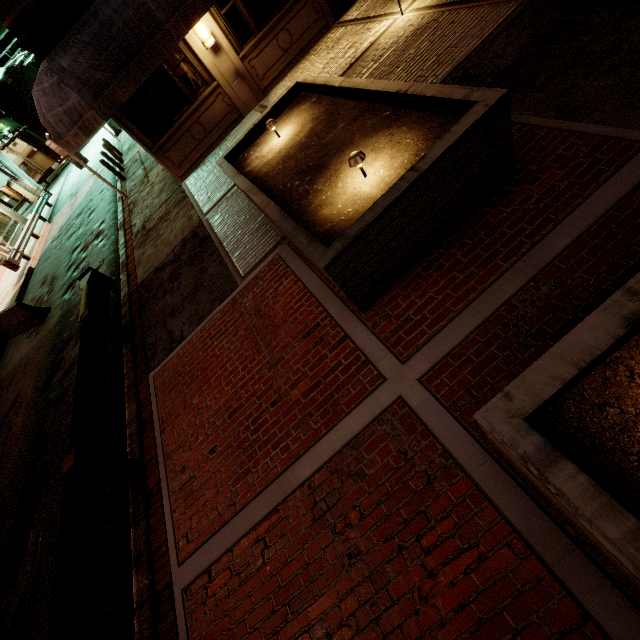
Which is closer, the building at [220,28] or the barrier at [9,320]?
the building at [220,28]

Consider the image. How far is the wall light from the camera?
8.70m

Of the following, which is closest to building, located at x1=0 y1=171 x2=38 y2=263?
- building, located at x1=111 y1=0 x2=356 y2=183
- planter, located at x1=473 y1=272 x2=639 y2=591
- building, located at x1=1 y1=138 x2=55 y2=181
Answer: building, located at x1=111 y1=0 x2=356 y2=183

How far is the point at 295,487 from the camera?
3.4m

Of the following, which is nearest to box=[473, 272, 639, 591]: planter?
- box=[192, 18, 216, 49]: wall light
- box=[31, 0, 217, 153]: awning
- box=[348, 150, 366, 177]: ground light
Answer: box=[348, 150, 366, 177]: ground light

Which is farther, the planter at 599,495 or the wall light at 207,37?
the wall light at 207,37

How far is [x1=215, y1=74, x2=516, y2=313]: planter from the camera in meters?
3.3

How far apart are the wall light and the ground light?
8.40m
